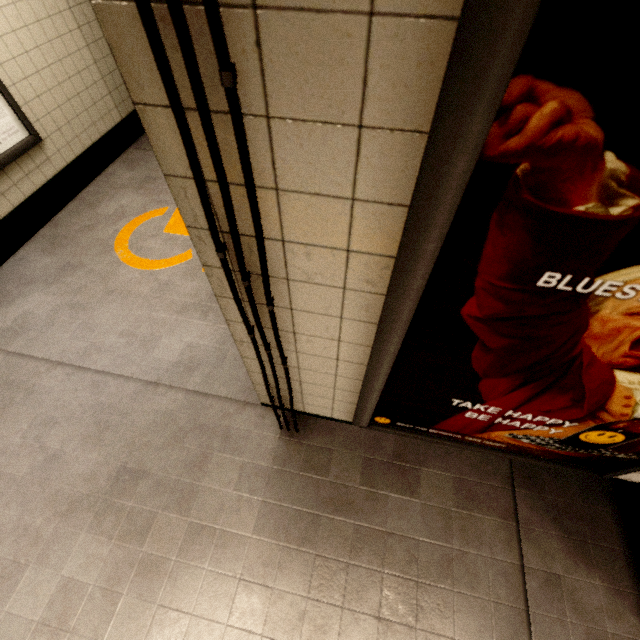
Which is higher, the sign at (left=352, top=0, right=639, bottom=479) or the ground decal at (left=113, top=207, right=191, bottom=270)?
the sign at (left=352, top=0, right=639, bottom=479)

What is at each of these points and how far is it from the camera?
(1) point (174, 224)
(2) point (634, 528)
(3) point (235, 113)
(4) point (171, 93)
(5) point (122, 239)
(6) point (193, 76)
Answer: (1) ground decal, 3.4m
(2) ticket machine, 1.8m
(3) exterior wiring, 0.5m
(4) exterior wiring, 0.5m
(5) ground decal, 3.2m
(6) exterior wiring, 0.5m

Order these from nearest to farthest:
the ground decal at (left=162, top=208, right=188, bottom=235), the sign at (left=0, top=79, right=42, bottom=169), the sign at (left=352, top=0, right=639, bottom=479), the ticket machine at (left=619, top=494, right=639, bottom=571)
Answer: the sign at (left=352, top=0, right=639, bottom=479) → the ticket machine at (left=619, top=494, right=639, bottom=571) → the sign at (left=0, top=79, right=42, bottom=169) → the ground decal at (left=162, top=208, right=188, bottom=235)

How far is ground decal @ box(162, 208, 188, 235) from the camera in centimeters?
329cm

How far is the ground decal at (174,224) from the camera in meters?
3.3 m

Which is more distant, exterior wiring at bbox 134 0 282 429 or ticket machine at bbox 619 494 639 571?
ticket machine at bbox 619 494 639 571

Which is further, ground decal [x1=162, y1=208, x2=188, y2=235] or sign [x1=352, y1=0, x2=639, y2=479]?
ground decal [x1=162, y1=208, x2=188, y2=235]

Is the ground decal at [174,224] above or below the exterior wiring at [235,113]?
below
